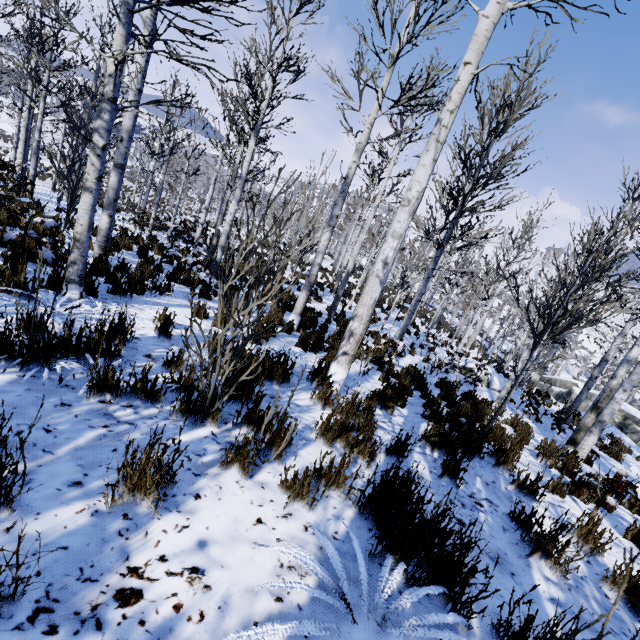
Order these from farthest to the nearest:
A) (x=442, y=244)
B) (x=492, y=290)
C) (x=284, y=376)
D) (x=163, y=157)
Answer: (x=492, y=290)
(x=163, y=157)
(x=442, y=244)
(x=284, y=376)

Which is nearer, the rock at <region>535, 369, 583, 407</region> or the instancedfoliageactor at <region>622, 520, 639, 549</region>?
the instancedfoliageactor at <region>622, 520, 639, 549</region>

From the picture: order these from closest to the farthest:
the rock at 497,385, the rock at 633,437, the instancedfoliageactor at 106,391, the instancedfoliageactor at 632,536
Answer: the instancedfoliageactor at 106,391 < the instancedfoliageactor at 632,536 < the rock at 497,385 < the rock at 633,437

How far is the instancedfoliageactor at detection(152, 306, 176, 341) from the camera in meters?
4.0 m

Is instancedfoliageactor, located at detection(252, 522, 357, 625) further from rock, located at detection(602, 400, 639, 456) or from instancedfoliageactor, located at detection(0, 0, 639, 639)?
instancedfoliageactor, located at detection(0, 0, 639, 639)

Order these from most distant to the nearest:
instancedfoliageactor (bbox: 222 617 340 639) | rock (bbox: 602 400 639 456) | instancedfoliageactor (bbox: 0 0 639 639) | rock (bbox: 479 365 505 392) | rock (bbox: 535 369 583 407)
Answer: rock (bbox: 535 369 583 407)
rock (bbox: 602 400 639 456)
rock (bbox: 479 365 505 392)
instancedfoliageactor (bbox: 0 0 639 639)
instancedfoliageactor (bbox: 222 617 340 639)

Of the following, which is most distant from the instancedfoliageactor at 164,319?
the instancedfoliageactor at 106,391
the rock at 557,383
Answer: the instancedfoliageactor at 106,391

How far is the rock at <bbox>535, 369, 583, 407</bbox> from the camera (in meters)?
25.36
